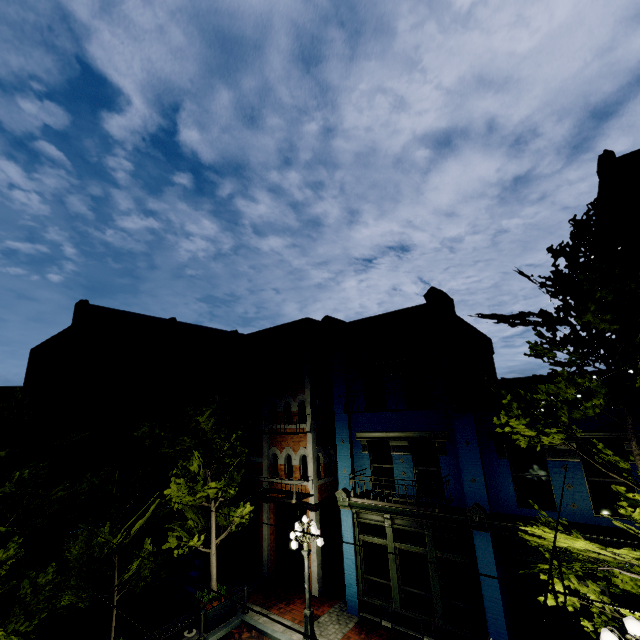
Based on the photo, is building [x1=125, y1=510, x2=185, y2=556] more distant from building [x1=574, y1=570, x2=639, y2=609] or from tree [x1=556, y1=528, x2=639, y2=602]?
tree [x1=556, y1=528, x2=639, y2=602]

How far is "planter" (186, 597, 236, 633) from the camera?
11.2m

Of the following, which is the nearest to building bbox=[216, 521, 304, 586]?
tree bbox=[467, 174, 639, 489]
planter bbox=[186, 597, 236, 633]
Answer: tree bbox=[467, 174, 639, 489]

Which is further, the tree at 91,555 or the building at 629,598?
the tree at 91,555

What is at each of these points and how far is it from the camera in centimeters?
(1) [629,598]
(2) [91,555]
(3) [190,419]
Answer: (1) building, 845cm
(2) tree, 992cm
(3) tree, 1223cm

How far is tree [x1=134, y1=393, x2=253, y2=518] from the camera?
11.41m

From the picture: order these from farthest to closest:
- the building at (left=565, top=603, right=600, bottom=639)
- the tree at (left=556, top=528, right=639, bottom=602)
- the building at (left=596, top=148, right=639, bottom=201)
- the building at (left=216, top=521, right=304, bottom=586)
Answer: the building at (left=216, top=521, right=304, bottom=586) < the building at (left=596, top=148, right=639, bottom=201) < the building at (left=565, top=603, right=600, bottom=639) < the tree at (left=556, top=528, right=639, bottom=602)

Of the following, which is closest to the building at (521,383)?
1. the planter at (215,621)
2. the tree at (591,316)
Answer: the tree at (591,316)
